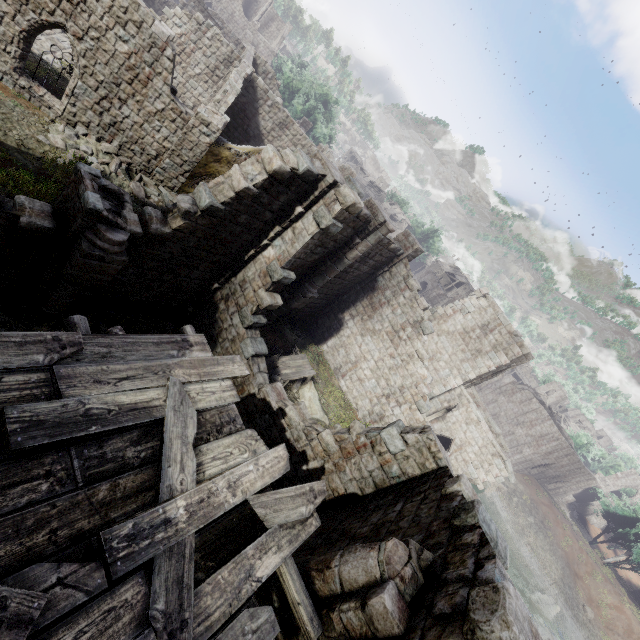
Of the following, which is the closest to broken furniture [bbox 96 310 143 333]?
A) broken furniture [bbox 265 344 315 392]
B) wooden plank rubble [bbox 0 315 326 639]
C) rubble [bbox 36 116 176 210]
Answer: broken furniture [bbox 265 344 315 392]

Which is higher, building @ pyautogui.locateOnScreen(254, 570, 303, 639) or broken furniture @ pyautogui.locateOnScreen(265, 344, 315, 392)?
building @ pyautogui.locateOnScreen(254, 570, 303, 639)

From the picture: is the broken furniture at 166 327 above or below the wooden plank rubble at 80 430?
below

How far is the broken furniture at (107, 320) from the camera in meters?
9.8

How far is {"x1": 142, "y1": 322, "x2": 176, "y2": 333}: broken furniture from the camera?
11.1 meters

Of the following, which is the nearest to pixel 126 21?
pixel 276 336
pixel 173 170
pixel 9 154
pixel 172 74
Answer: pixel 172 74

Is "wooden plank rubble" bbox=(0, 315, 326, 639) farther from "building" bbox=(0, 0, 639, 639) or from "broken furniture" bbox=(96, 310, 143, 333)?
"broken furniture" bbox=(96, 310, 143, 333)

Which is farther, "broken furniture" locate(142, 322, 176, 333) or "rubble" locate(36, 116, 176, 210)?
"rubble" locate(36, 116, 176, 210)
